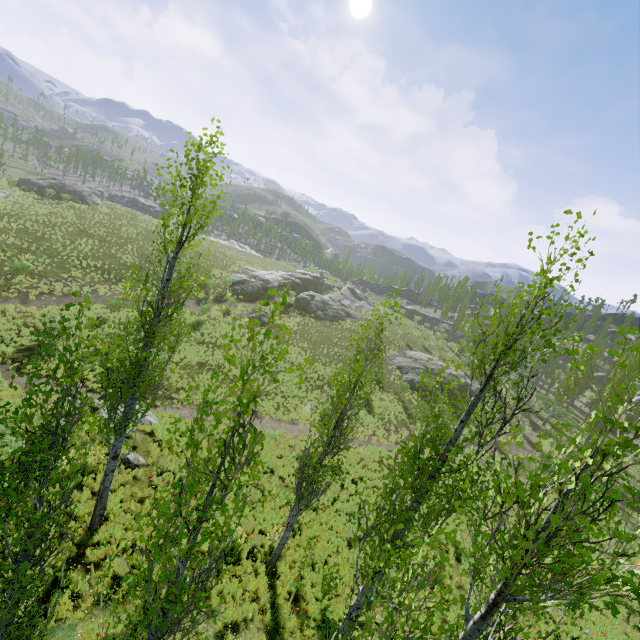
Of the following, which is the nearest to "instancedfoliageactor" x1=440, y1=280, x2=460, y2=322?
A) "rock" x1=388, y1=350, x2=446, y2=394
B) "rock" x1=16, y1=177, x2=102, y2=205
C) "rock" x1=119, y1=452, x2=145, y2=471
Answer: "rock" x1=388, y1=350, x2=446, y2=394

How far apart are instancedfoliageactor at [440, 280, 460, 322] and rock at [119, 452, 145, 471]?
54.3 meters

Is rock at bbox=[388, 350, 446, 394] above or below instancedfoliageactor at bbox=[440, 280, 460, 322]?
below

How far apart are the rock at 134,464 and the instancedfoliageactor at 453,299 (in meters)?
54.33

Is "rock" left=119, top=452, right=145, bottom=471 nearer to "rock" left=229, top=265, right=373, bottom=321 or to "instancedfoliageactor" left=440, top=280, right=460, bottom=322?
"rock" left=229, top=265, right=373, bottom=321

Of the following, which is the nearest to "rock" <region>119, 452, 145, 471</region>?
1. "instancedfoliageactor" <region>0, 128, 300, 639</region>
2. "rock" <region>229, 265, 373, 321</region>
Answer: "instancedfoliageactor" <region>0, 128, 300, 639</region>

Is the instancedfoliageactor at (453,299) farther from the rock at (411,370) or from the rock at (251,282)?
the rock at (251,282)

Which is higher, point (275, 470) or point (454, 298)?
point (454, 298)
